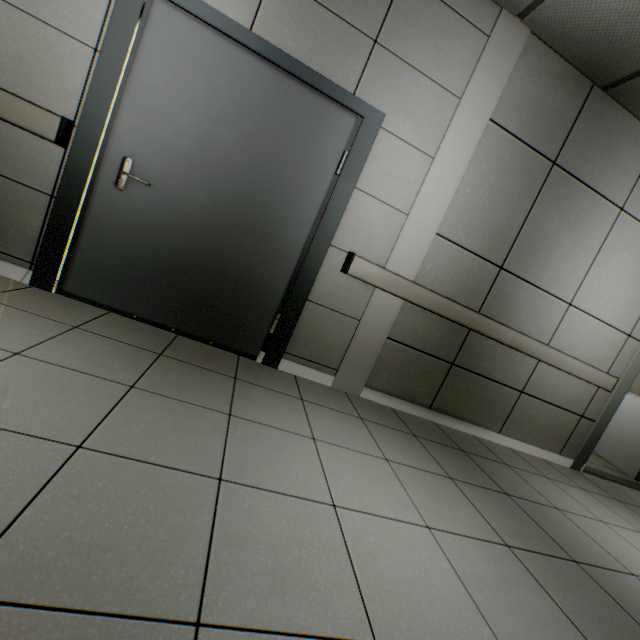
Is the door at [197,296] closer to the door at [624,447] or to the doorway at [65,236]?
the doorway at [65,236]

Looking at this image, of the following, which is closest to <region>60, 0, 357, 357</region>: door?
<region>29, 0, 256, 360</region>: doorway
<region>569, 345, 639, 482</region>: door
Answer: <region>29, 0, 256, 360</region>: doorway

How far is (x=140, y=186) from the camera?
2.25m

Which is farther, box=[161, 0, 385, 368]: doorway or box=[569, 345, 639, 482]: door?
box=[569, 345, 639, 482]: door

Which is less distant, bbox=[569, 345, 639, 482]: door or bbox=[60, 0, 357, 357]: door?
bbox=[60, 0, 357, 357]: door
